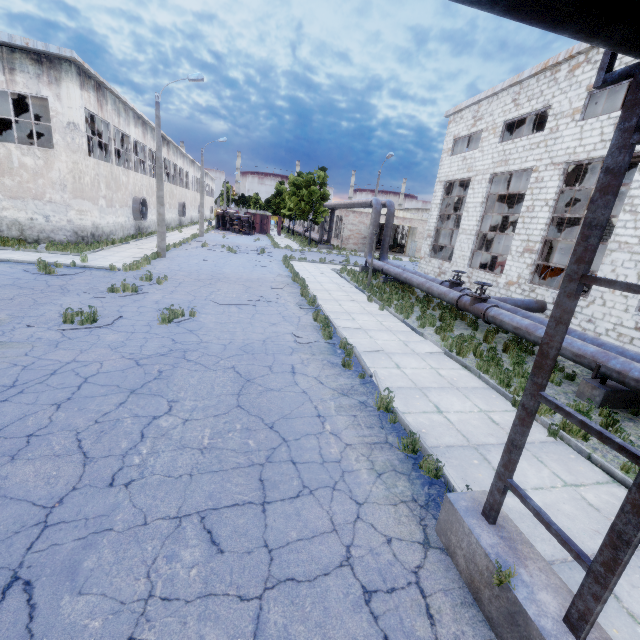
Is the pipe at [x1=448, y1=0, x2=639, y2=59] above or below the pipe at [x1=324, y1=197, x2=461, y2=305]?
above

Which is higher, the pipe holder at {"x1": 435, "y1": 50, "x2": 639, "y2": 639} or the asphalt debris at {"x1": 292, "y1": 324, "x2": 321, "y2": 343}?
the pipe holder at {"x1": 435, "y1": 50, "x2": 639, "y2": 639}

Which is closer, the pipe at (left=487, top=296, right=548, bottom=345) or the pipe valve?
the pipe at (left=487, top=296, right=548, bottom=345)

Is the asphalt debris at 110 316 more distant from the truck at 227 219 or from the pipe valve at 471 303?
the truck at 227 219

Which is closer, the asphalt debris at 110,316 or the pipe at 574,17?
the pipe at 574,17

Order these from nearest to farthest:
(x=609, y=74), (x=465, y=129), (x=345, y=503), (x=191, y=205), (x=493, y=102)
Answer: (x=609, y=74) < (x=345, y=503) < (x=493, y=102) < (x=465, y=129) < (x=191, y=205)

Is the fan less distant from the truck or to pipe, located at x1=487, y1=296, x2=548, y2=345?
the truck

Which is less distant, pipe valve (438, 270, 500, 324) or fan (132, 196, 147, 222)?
pipe valve (438, 270, 500, 324)
